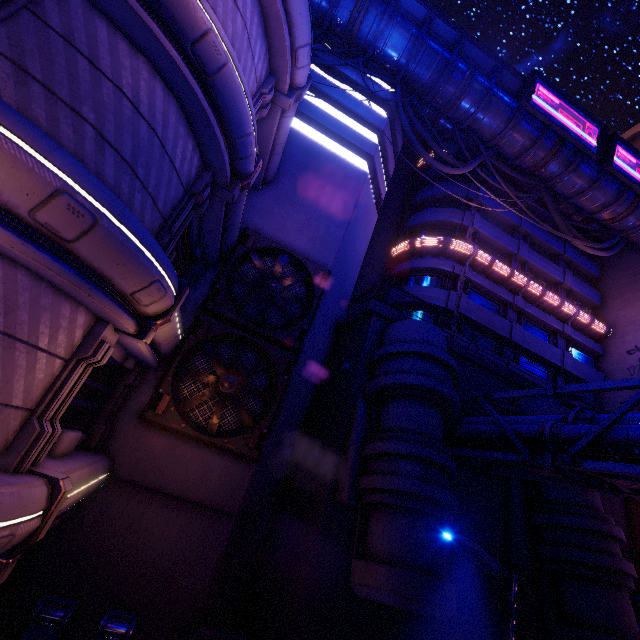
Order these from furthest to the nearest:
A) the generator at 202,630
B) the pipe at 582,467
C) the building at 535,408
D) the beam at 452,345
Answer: the beam at 452,345 < the building at 535,408 < the generator at 202,630 < the pipe at 582,467

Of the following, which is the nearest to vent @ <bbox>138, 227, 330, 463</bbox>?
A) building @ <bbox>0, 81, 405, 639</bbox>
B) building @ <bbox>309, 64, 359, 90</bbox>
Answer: building @ <bbox>0, 81, 405, 639</bbox>

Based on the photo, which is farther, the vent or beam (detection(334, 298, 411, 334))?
beam (detection(334, 298, 411, 334))

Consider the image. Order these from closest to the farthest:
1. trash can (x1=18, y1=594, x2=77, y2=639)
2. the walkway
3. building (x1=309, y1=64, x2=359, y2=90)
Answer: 1. trash can (x1=18, y1=594, x2=77, y2=639)
2. building (x1=309, y1=64, x2=359, y2=90)
3. the walkway

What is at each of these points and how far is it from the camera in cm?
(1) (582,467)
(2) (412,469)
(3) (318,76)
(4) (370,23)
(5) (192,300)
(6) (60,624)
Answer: (1) pipe, 752
(2) building, 902
(3) building, 1928
(4) walkway, 1959
(5) building, 1281
(6) trash can, 820

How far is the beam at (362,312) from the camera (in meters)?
13.54

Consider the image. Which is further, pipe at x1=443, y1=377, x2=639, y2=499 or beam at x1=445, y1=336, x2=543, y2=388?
beam at x1=445, y1=336, x2=543, y2=388

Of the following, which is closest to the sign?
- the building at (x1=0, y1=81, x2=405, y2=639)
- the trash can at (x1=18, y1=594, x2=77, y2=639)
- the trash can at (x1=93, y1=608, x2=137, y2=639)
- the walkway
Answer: the walkway
